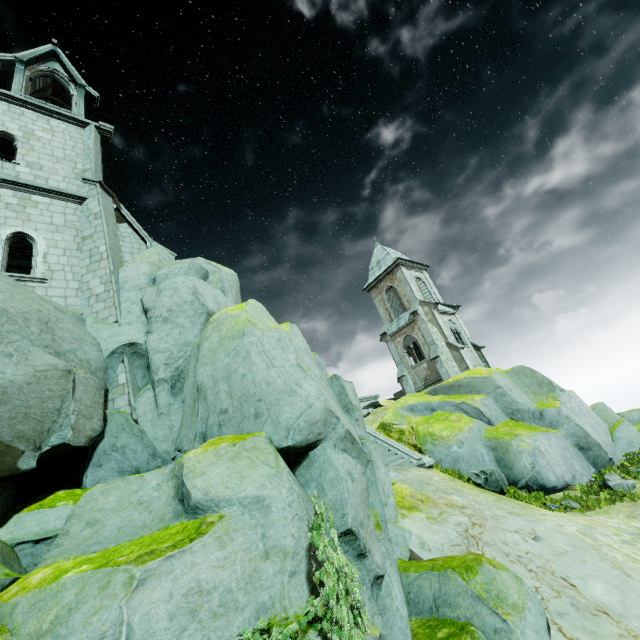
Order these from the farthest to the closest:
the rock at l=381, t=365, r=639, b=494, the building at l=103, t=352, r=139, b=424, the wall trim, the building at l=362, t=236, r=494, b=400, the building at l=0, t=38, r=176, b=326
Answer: the building at l=362, t=236, r=494, b=400
the wall trim
the rock at l=381, t=365, r=639, b=494
the building at l=0, t=38, r=176, b=326
the building at l=103, t=352, r=139, b=424

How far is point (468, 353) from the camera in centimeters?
3027cm

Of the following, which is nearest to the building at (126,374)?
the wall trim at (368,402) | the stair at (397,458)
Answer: the stair at (397,458)

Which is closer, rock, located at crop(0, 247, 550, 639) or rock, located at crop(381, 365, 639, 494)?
rock, located at crop(0, 247, 550, 639)

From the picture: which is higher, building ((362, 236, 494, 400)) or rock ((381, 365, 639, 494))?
building ((362, 236, 494, 400))

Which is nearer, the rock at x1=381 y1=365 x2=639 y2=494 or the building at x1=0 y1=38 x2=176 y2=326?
the building at x1=0 y1=38 x2=176 y2=326

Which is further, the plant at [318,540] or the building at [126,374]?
the building at [126,374]

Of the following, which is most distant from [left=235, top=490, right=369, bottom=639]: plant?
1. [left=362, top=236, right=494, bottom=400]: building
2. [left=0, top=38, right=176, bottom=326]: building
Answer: [left=362, top=236, right=494, bottom=400]: building
